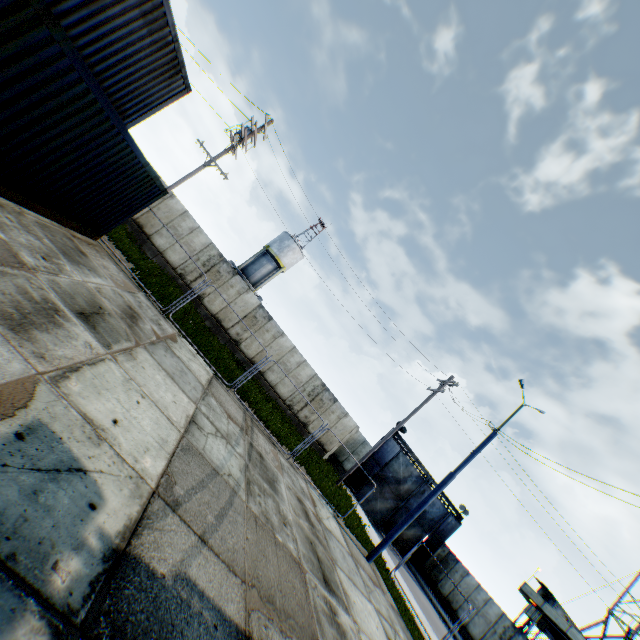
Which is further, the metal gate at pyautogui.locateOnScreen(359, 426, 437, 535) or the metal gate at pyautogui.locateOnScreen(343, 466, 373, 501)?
the metal gate at pyautogui.locateOnScreen(359, 426, 437, 535)

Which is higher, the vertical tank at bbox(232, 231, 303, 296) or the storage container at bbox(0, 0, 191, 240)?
the vertical tank at bbox(232, 231, 303, 296)

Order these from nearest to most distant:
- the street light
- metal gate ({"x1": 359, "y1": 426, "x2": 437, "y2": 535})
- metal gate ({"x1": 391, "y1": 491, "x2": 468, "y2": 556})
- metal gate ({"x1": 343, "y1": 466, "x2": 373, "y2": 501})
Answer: the street light → metal gate ({"x1": 343, "y1": 466, "x2": 373, "y2": 501}) → metal gate ({"x1": 359, "y1": 426, "x2": 437, "y2": 535}) → metal gate ({"x1": 391, "y1": 491, "x2": 468, "y2": 556})

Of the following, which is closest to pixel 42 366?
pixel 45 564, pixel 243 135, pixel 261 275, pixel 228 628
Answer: pixel 45 564

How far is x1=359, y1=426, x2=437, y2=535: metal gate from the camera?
26.9m

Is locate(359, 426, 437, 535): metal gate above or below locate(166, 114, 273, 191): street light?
below

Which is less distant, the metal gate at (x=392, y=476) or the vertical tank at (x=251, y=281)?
the metal gate at (x=392, y=476)
